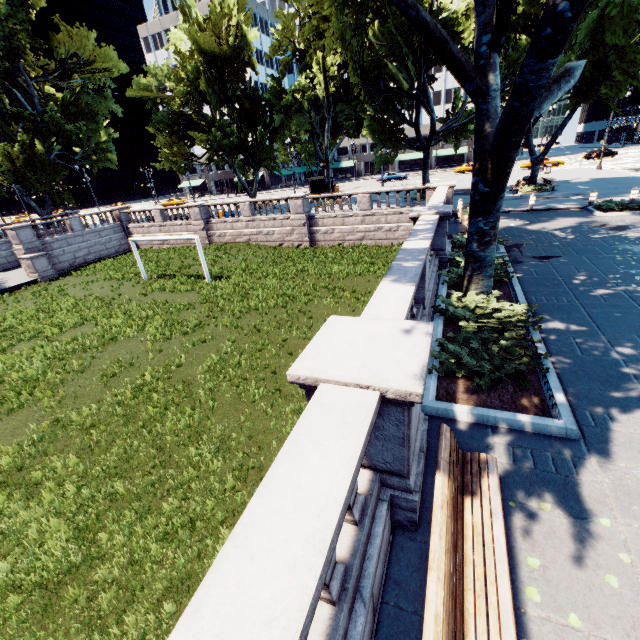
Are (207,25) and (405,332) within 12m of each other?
no

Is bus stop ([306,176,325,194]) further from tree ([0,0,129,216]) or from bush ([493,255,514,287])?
bush ([493,255,514,287])

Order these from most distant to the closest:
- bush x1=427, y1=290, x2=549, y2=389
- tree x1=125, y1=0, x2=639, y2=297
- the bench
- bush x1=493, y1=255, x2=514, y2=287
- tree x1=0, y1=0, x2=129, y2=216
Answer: tree x1=0, y1=0, x2=129, y2=216 < bush x1=493, y1=255, x2=514, y2=287 < tree x1=125, y1=0, x2=639, y2=297 < bush x1=427, y1=290, x2=549, y2=389 < the bench

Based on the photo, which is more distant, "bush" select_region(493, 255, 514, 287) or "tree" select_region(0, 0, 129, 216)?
"tree" select_region(0, 0, 129, 216)

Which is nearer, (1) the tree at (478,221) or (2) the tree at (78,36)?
(1) the tree at (478,221)

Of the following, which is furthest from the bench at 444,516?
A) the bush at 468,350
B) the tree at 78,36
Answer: the tree at 78,36

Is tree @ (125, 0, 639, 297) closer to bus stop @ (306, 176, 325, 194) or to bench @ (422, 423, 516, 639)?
bench @ (422, 423, 516, 639)

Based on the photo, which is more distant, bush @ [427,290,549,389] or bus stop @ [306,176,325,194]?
bus stop @ [306,176,325,194]
